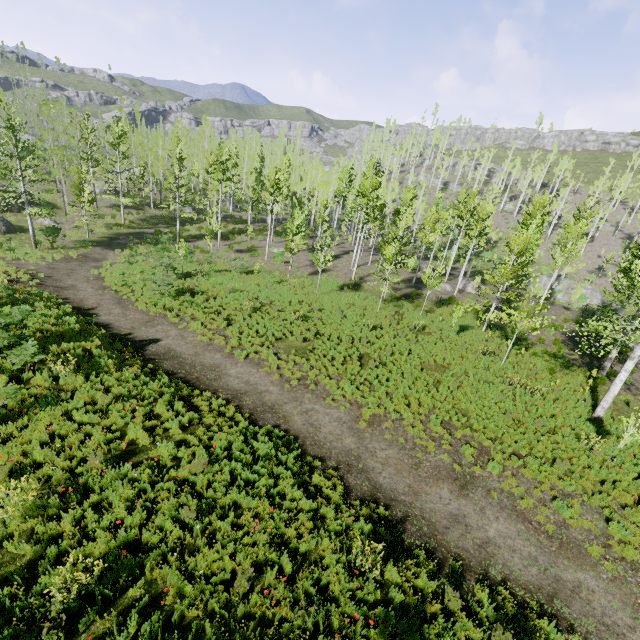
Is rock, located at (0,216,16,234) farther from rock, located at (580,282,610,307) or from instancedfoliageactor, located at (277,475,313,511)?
rock, located at (580,282,610,307)

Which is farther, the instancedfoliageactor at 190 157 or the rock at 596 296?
the rock at 596 296

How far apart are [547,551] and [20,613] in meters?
11.7 m

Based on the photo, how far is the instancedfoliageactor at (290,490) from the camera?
8.20m

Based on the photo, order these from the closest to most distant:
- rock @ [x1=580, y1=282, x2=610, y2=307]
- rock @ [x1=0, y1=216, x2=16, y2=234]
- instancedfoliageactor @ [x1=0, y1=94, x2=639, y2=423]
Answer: instancedfoliageactor @ [x1=0, y1=94, x2=639, y2=423] < rock @ [x1=0, y1=216, x2=16, y2=234] < rock @ [x1=580, y1=282, x2=610, y2=307]
